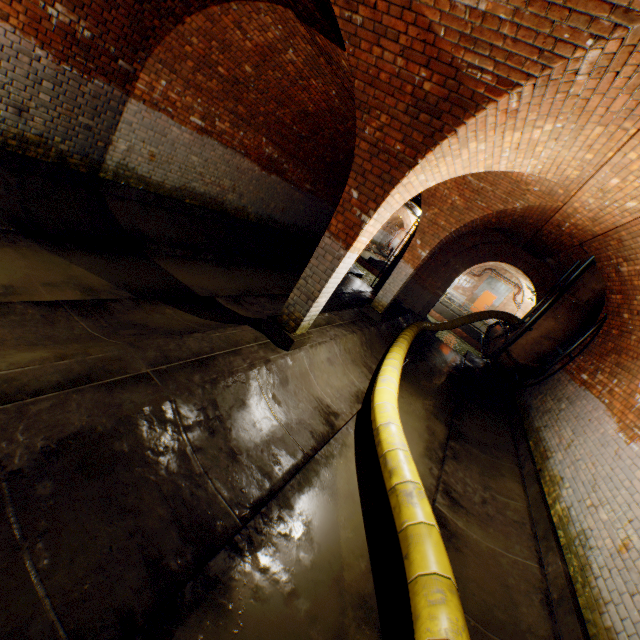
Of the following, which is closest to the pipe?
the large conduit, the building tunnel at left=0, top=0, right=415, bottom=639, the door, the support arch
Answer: the building tunnel at left=0, top=0, right=415, bottom=639

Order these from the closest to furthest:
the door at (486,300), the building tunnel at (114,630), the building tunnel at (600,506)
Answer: the building tunnel at (114,630), the building tunnel at (600,506), the door at (486,300)

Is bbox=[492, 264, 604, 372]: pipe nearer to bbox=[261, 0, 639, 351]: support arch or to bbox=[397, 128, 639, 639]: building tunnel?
bbox=[397, 128, 639, 639]: building tunnel

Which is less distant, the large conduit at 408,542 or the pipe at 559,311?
the large conduit at 408,542

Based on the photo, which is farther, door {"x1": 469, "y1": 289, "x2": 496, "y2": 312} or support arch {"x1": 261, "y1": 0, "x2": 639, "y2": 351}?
door {"x1": 469, "y1": 289, "x2": 496, "y2": 312}

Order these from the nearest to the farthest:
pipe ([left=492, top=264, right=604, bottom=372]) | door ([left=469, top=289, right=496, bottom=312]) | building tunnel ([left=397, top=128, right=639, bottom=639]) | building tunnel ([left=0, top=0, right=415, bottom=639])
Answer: building tunnel ([left=0, top=0, right=415, bottom=639]) < building tunnel ([left=397, top=128, right=639, bottom=639]) < pipe ([left=492, top=264, right=604, bottom=372]) < door ([left=469, top=289, right=496, bottom=312])

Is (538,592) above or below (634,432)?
below

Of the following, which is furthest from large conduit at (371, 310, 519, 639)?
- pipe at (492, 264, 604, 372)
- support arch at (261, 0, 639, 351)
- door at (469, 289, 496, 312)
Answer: door at (469, 289, 496, 312)
